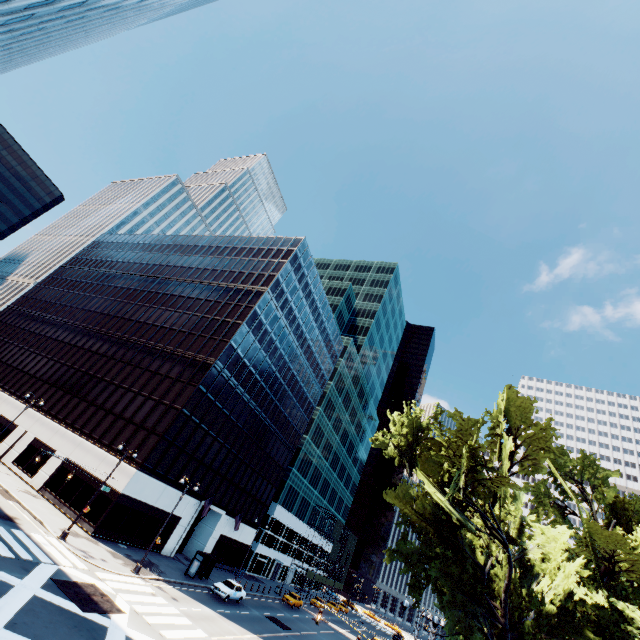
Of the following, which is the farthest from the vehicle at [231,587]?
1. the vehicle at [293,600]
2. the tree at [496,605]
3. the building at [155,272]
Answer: the tree at [496,605]

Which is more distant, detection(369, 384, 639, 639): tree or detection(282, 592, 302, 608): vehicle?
detection(282, 592, 302, 608): vehicle

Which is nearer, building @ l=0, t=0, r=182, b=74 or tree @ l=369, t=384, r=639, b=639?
tree @ l=369, t=384, r=639, b=639

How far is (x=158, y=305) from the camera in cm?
5125

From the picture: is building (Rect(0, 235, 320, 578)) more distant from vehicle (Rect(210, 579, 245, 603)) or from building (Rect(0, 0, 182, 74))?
building (Rect(0, 0, 182, 74))

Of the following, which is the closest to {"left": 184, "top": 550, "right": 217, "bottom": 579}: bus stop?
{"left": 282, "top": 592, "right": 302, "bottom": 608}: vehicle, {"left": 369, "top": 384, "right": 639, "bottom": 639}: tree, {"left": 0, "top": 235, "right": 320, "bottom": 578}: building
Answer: {"left": 0, "top": 235, "right": 320, "bottom": 578}: building

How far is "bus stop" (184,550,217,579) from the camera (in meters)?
32.78

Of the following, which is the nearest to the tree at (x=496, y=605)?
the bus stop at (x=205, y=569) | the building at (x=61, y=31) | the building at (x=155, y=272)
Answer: the bus stop at (x=205, y=569)
